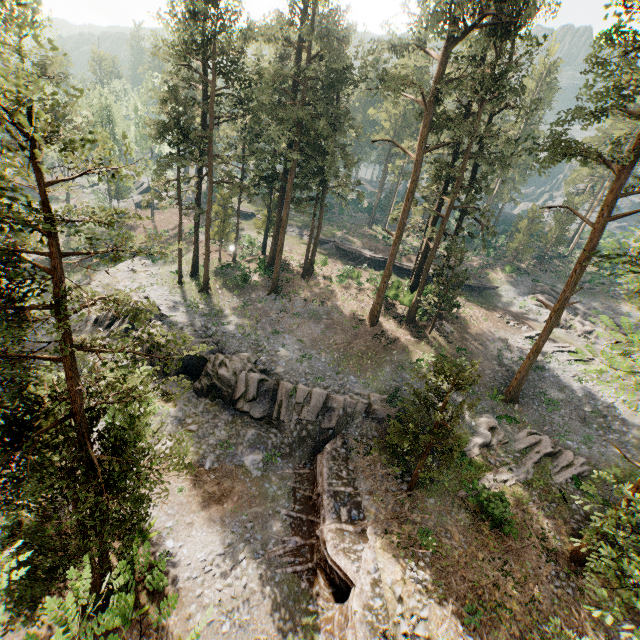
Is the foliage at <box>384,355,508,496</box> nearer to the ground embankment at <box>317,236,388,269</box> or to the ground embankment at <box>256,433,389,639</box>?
the ground embankment at <box>256,433,389,639</box>

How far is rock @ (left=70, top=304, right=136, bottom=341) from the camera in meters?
27.1

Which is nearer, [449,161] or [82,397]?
[82,397]

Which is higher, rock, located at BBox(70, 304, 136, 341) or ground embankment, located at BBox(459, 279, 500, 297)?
ground embankment, located at BBox(459, 279, 500, 297)

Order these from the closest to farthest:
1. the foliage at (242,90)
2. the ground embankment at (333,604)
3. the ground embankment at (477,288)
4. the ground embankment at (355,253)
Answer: the foliage at (242,90) < the ground embankment at (333,604) < the ground embankment at (477,288) < the ground embankment at (355,253)

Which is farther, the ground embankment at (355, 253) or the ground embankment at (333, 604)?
the ground embankment at (355, 253)
